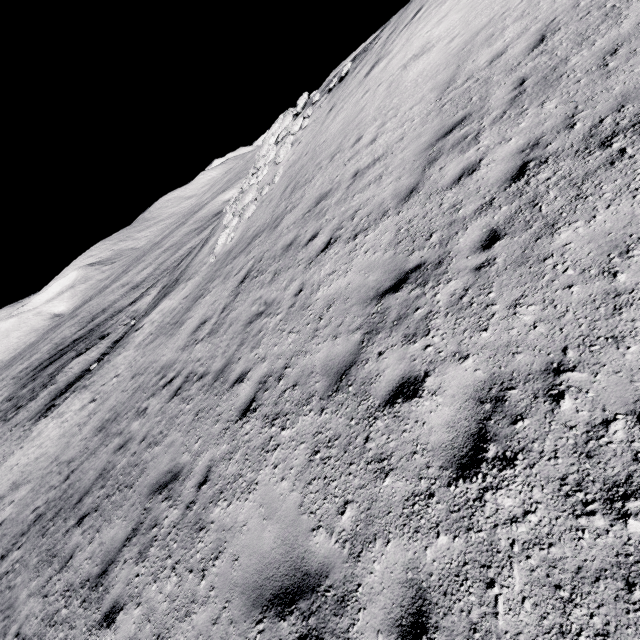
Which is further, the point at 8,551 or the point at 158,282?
the point at 158,282
